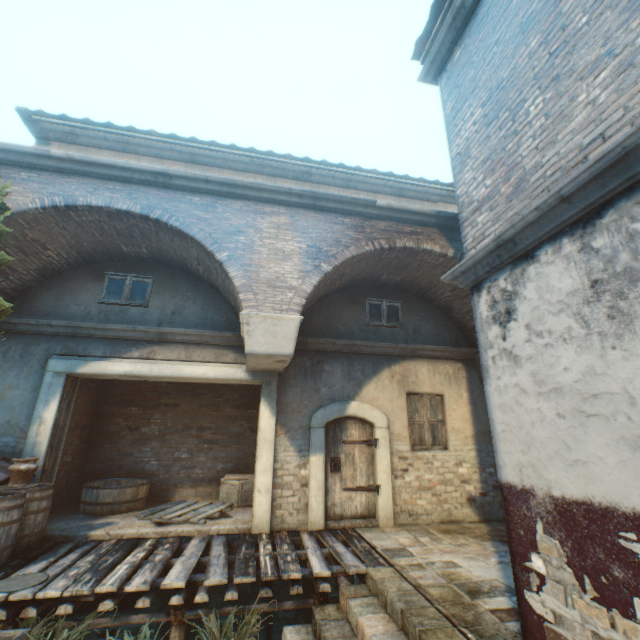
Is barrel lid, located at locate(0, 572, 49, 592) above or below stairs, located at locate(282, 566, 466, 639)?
Answer: above

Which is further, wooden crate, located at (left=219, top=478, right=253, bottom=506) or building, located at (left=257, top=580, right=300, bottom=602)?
wooden crate, located at (left=219, top=478, right=253, bottom=506)

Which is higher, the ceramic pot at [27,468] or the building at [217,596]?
the ceramic pot at [27,468]

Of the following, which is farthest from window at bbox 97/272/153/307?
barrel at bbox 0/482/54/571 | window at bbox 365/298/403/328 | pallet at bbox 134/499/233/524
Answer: window at bbox 365/298/403/328

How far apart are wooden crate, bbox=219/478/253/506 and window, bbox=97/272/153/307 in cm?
461

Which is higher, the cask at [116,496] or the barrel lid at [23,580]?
the cask at [116,496]

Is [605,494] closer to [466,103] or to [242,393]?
[466,103]

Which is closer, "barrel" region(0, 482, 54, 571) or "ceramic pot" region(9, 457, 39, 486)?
"barrel" region(0, 482, 54, 571)
